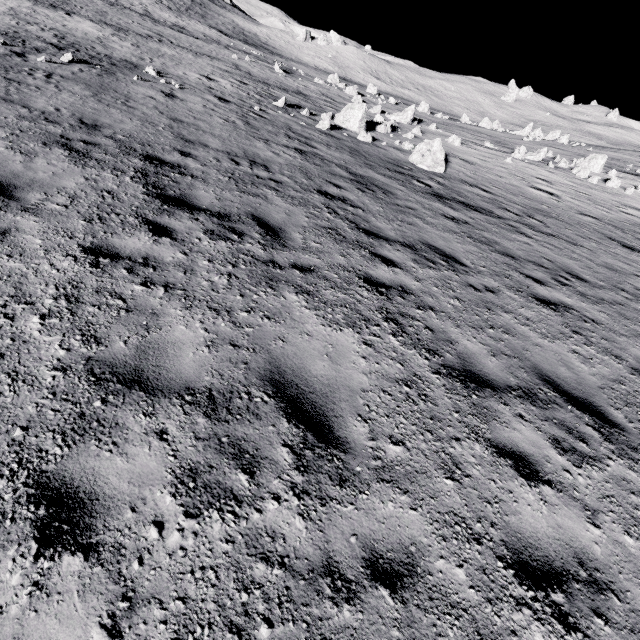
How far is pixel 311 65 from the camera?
59.78m

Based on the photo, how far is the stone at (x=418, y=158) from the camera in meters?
14.7 m

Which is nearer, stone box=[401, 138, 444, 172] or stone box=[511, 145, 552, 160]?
stone box=[401, 138, 444, 172]

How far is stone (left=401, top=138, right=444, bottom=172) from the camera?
14.68m

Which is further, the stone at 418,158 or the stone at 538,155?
the stone at 538,155

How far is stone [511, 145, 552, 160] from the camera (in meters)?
22.94

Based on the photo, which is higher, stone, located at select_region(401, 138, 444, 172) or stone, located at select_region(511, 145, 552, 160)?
A: stone, located at select_region(511, 145, 552, 160)
